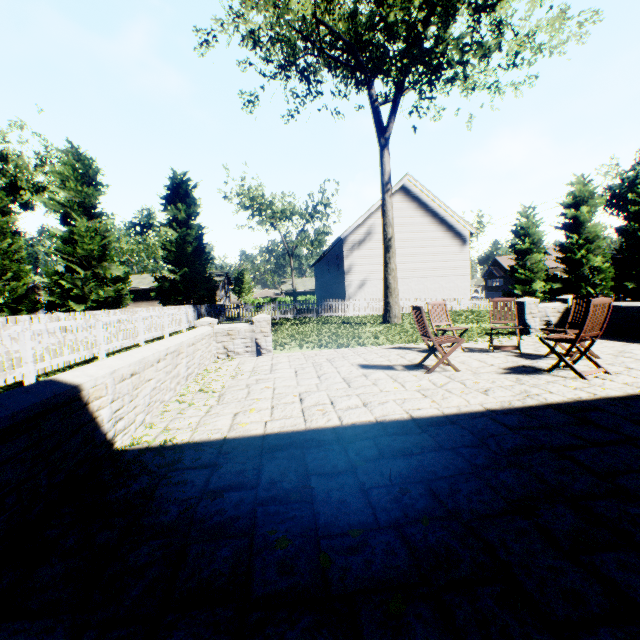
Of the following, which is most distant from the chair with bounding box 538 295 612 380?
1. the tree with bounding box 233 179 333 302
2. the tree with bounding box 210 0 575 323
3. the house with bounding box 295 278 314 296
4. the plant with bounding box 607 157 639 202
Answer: the house with bounding box 295 278 314 296

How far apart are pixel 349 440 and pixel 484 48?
16.6 meters

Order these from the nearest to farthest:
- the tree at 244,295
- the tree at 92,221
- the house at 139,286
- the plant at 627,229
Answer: the tree at 92,221 → the plant at 627,229 → the house at 139,286 → the tree at 244,295

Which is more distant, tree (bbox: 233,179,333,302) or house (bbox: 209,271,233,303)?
house (bbox: 209,271,233,303)

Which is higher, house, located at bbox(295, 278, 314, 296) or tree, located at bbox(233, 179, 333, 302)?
tree, located at bbox(233, 179, 333, 302)

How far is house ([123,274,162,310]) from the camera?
44.0 meters

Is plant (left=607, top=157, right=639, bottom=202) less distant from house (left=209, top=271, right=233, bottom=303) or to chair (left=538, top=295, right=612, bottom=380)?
chair (left=538, top=295, right=612, bottom=380)

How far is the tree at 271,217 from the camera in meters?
41.5 m
